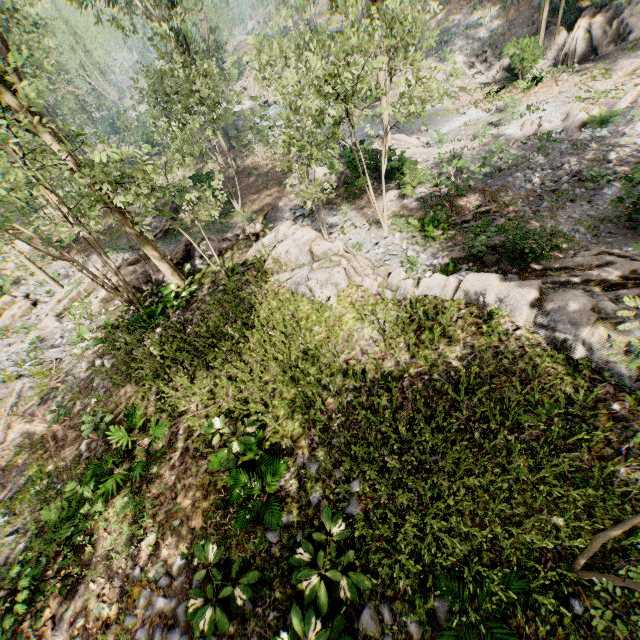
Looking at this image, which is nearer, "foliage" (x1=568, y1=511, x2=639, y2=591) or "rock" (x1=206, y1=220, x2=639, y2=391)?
"foliage" (x1=568, y1=511, x2=639, y2=591)

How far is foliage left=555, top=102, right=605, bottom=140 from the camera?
17.31m

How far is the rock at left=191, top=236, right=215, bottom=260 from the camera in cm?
1489

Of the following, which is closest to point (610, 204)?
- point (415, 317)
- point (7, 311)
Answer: point (415, 317)

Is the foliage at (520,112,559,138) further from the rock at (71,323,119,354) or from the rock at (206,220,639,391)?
the rock at (71,323,119,354)

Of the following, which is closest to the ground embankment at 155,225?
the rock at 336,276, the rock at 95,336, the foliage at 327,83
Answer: the foliage at 327,83

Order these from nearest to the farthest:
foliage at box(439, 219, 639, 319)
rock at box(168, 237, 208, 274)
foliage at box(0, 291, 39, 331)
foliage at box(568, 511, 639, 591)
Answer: foliage at box(568, 511, 639, 591) < foliage at box(439, 219, 639, 319) < rock at box(168, 237, 208, 274) < foliage at box(0, 291, 39, 331)

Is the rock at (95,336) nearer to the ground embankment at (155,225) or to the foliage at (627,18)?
the foliage at (627,18)
